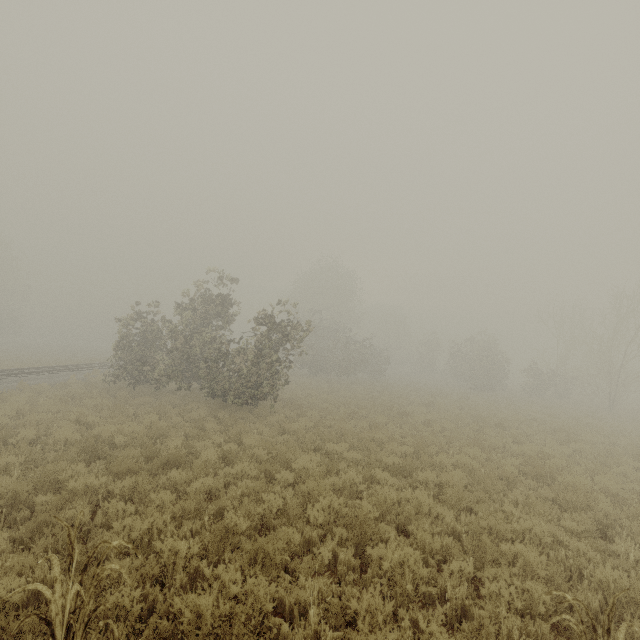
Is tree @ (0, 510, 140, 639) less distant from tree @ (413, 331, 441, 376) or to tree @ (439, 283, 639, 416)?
tree @ (413, 331, 441, 376)

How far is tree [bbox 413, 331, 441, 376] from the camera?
51.1 meters

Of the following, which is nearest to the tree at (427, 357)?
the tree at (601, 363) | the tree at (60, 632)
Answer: the tree at (601, 363)

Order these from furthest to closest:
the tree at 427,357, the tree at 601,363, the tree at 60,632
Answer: the tree at 427,357 < the tree at 601,363 < the tree at 60,632

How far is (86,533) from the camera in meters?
5.6

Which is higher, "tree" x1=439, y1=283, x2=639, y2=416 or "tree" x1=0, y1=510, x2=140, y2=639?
"tree" x1=439, y1=283, x2=639, y2=416

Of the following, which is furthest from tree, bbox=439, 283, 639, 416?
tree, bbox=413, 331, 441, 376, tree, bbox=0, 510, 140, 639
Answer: tree, bbox=0, 510, 140, 639
